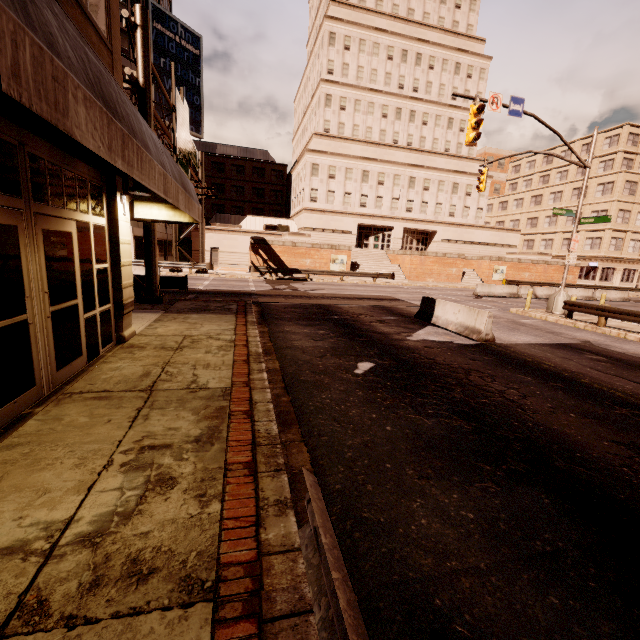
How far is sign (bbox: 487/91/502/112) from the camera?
14.09m

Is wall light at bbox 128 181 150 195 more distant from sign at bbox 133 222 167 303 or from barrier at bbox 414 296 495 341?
barrier at bbox 414 296 495 341

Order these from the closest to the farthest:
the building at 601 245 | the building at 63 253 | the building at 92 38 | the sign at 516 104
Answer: the building at 63 253 → the building at 92 38 → the sign at 516 104 → the building at 601 245

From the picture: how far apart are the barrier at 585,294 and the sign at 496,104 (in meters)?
23.57

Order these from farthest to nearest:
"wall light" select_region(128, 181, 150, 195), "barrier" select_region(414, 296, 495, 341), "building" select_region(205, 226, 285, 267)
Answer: "building" select_region(205, 226, 285, 267), "barrier" select_region(414, 296, 495, 341), "wall light" select_region(128, 181, 150, 195)

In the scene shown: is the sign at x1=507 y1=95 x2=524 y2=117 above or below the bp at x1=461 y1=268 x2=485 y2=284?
above

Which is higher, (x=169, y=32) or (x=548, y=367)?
(x=169, y=32)

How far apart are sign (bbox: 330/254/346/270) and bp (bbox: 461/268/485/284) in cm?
1440
